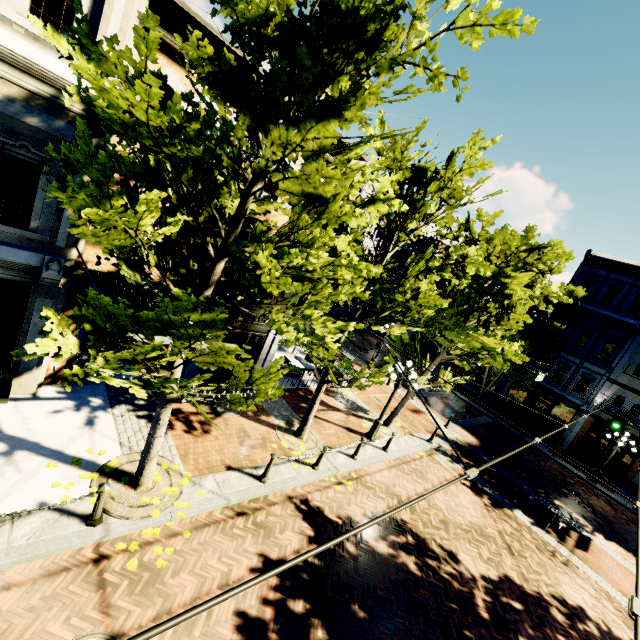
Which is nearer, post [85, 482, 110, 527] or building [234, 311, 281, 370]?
post [85, 482, 110, 527]

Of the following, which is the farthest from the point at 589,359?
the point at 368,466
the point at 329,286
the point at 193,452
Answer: the point at 193,452

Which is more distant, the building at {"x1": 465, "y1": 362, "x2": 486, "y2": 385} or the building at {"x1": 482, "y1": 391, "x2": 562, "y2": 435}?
the building at {"x1": 465, "y1": 362, "x2": 486, "y2": 385}

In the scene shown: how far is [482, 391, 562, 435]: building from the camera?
25.3 meters

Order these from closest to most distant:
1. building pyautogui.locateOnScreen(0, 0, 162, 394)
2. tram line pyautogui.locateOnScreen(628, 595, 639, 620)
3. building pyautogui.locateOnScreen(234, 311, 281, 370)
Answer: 1. tram line pyautogui.locateOnScreen(628, 595, 639, 620)
2. building pyautogui.locateOnScreen(0, 0, 162, 394)
3. building pyautogui.locateOnScreen(234, 311, 281, 370)

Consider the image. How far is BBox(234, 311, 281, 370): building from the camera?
12.1 meters

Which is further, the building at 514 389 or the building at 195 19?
the building at 514 389
